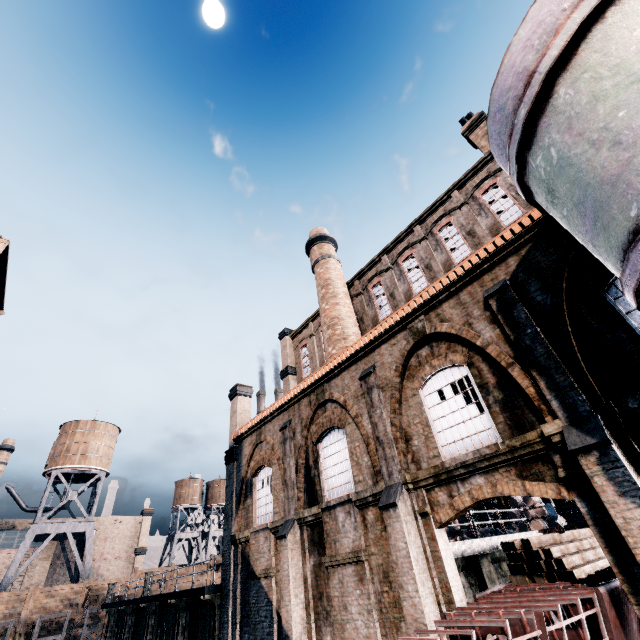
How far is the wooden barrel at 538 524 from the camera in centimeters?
2097cm

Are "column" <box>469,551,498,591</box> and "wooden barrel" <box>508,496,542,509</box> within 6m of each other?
no

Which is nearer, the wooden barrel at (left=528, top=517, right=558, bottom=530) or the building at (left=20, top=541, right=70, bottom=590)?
the wooden barrel at (left=528, top=517, right=558, bottom=530)

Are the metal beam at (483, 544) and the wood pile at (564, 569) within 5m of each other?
yes

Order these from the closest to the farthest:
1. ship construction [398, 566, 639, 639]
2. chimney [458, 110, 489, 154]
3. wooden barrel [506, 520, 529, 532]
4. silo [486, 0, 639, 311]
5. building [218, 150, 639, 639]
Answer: silo [486, 0, 639, 311] < ship construction [398, 566, 639, 639] < building [218, 150, 639, 639] < chimney [458, 110, 489, 154] < wooden barrel [506, 520, 529, 532]

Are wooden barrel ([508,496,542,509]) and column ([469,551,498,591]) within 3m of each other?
no

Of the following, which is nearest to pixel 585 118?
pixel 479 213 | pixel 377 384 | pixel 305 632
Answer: pixel 377 384

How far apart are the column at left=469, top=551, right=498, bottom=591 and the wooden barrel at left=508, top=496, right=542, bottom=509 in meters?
9.8
